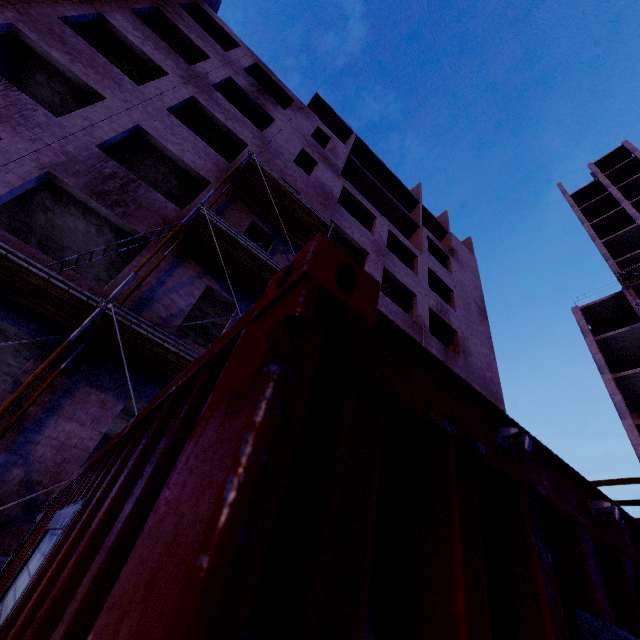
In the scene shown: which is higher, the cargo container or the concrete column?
the concrete column

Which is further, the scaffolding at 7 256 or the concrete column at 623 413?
the concrete column at 623 413

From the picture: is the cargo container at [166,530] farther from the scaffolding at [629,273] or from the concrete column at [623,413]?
the scaffolding at [629,273]

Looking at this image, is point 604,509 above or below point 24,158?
below

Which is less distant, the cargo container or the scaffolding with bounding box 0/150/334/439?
the cargo container

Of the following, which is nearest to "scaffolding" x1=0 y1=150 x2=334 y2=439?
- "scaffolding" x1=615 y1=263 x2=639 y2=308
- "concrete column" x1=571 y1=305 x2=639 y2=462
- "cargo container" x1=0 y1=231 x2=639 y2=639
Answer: "cargo container" x1=0 y1=231 x2=639 y2=639

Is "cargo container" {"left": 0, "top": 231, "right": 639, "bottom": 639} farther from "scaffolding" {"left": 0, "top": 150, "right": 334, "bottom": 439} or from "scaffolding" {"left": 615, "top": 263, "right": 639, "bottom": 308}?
"scaffolding" {"left": 615, "top": 263, "right": 639, "bottom": 308}

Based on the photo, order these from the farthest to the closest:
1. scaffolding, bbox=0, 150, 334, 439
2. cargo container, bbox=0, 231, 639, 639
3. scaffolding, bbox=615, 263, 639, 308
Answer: scaffolding, bbox=615, 263, 639, 308 → scaffolding, bbox=0, 150, 334, 439 → cargo container, bbox=0, 231, 639, 639
